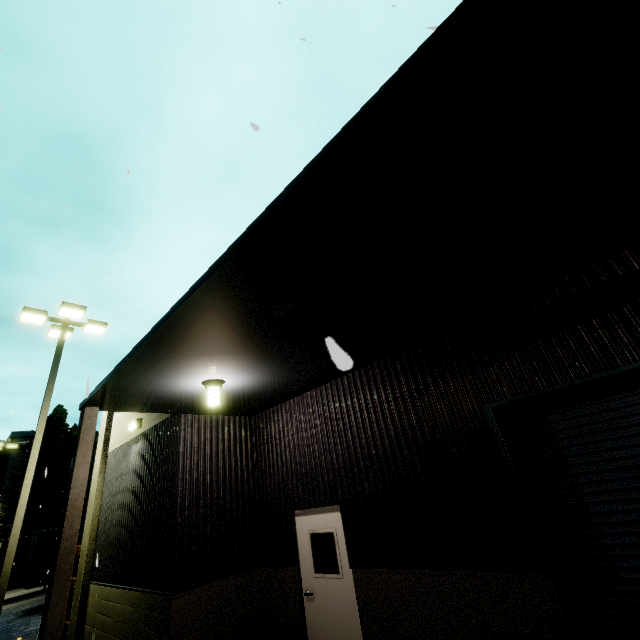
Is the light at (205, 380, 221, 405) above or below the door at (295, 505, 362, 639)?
above

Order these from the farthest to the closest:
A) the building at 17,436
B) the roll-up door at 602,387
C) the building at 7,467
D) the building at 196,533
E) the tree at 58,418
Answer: the building at 17,436 → the building at 7,467 → the tree at 58,418 → the roll-up door at 602,387 → the building at 196,533

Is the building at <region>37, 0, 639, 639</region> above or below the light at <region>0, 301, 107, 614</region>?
below

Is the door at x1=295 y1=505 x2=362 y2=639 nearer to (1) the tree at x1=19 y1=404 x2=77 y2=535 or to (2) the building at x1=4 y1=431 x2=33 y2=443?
(2) the building at x1=4 y1=431 x2=33 y2=443

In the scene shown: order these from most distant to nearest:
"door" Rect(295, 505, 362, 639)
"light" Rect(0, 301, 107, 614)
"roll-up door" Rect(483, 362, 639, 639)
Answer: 1. "light" Rect(0, 301, 107, 614)
2. "door" Rect(295, 505, 362, 639)
3. "roll-up door" Rect(483, 362, 639, 639)

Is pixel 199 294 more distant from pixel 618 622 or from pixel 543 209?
pixel 618 622

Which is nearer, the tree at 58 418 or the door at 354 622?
the door at 354 622

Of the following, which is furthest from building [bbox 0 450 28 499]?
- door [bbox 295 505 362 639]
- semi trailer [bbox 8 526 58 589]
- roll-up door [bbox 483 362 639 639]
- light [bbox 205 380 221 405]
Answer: roll-up door [bbox 483 362 639 639]
